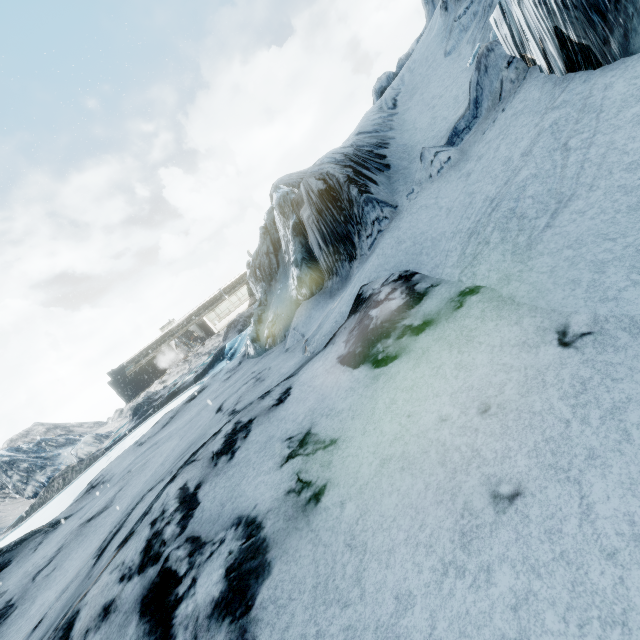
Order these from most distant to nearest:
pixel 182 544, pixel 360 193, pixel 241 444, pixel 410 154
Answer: pixel 410 154 → pixel 360 193 → pixel 241 444 → pixel 182 544
